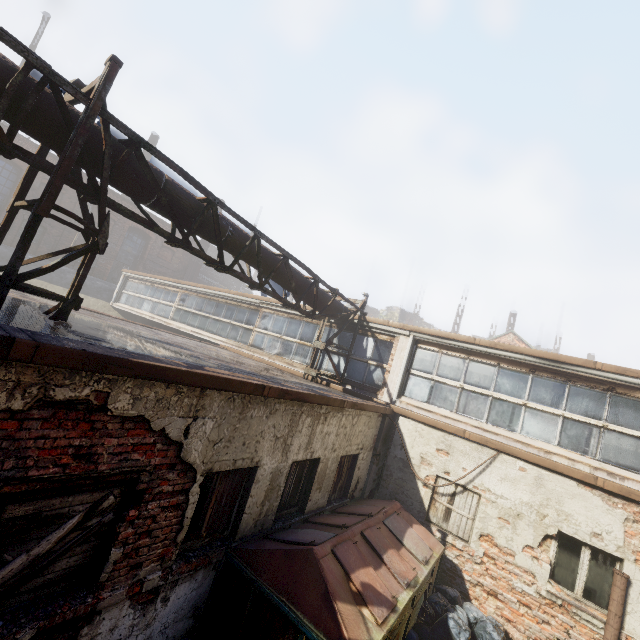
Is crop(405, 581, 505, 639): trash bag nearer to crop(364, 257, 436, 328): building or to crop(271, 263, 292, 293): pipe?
crop(271, 263, 292, 293): pipe

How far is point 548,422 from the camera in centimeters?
761cm

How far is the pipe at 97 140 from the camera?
4.25m

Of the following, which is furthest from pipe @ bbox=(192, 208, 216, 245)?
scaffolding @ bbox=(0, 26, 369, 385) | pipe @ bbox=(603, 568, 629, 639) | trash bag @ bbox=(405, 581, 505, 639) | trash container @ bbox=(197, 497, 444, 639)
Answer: pipe @ bbox=(603, 568, 629, 639)

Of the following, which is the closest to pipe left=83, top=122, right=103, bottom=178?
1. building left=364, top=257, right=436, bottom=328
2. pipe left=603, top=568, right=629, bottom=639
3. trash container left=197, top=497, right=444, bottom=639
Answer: trash container left=197, top=497, right=444, bottom=639

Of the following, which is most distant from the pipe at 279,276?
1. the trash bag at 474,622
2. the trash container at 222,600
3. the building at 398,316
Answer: the building at 398,316

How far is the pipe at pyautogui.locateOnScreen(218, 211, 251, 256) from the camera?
6.2 meters

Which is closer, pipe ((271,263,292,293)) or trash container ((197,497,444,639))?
trash container ((197,497,444,639))
